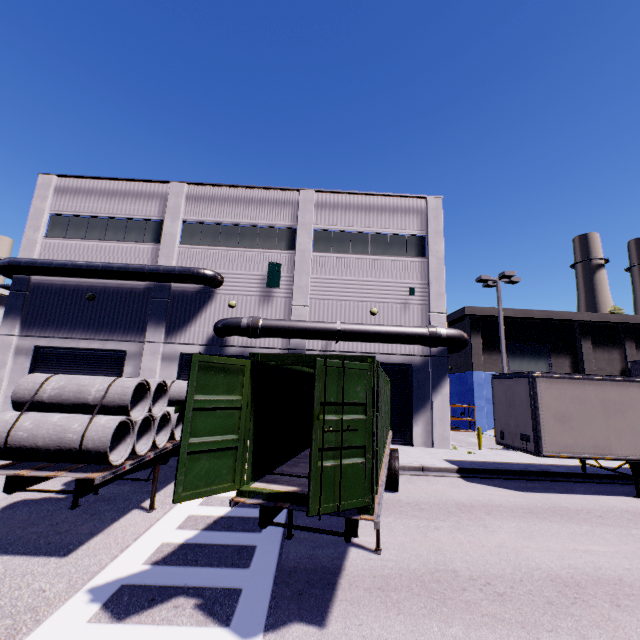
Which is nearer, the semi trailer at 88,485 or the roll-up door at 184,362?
the semi trailer at 88,485

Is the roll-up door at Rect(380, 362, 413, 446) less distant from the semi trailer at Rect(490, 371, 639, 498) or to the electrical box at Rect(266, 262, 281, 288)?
the semi trailer at Rect(490, 371, 639, 498)

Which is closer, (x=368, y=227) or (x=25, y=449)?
(x=25, y=449)

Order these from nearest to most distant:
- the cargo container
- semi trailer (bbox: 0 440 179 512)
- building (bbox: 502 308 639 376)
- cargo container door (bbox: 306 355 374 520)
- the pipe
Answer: cargo container door (bbox: 306 355 374 520), the cargo container, semi trailer (bbox: 0 440 179 512), the pipe, building (bbox: 502 308 639 376)

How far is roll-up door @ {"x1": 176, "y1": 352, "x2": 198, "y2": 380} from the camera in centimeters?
1772cm

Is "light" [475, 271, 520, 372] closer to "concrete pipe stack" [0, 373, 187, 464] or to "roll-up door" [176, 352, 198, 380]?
"roll-up door" [176, 352, 198, 380]

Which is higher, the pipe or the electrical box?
the electrical box

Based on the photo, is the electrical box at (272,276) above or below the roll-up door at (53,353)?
above
